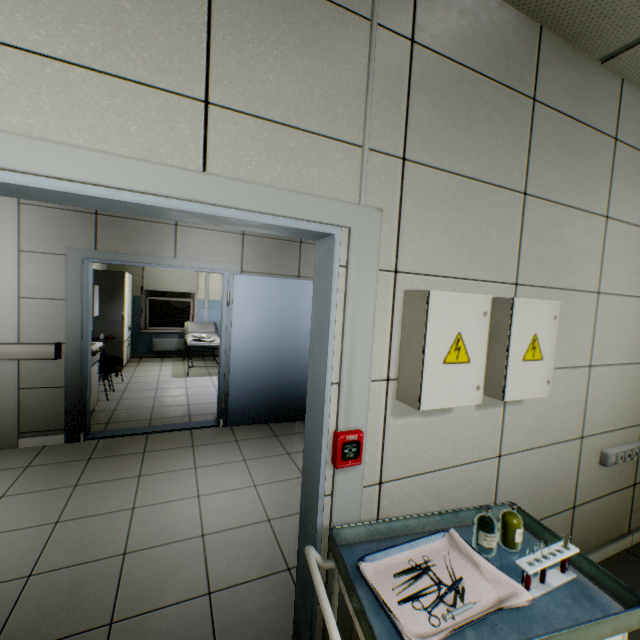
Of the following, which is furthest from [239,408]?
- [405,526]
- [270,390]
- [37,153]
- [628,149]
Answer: [628,149]

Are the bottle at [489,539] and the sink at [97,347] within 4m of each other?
no

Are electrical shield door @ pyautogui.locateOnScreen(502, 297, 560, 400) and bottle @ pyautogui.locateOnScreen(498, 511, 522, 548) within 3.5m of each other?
yes

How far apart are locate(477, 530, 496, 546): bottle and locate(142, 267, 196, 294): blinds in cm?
858

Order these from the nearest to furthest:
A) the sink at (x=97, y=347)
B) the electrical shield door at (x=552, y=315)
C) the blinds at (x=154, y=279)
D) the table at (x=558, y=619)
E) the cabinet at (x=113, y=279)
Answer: the table at (x=558, y=619), the electrical shield door at (x=552, y=315), the sink at (x=97, y=347), the cabinet at (x=113, y=279), the blinds at (x=154, y=279)

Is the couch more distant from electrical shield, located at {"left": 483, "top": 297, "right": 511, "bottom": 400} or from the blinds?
electrical shield, located at {"left": 483, "top": 297, "right": 511, "bottom": 400}

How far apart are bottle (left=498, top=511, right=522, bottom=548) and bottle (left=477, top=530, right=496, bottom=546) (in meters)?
0.12

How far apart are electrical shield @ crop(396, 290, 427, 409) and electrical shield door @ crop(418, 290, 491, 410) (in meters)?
0.01
